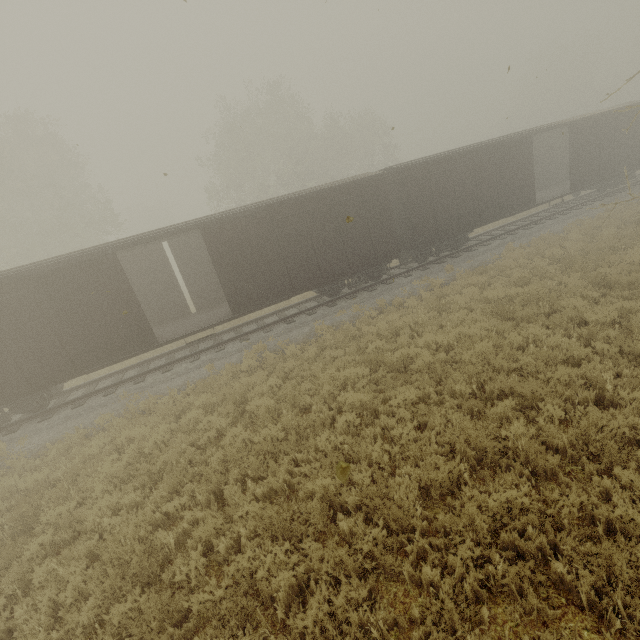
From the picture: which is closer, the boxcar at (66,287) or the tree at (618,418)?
the tree at (618,418)

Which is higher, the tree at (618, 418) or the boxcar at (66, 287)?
the boxcar at (66, 287)

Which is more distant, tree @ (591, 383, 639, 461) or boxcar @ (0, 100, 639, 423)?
boxcar @ (0, 100, 639, 423)

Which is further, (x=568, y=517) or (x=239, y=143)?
(x=239, y=143)

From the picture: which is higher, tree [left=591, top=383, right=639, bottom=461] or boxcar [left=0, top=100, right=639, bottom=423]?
boxcar [left=0, top=100, right=639, bottom=423]
